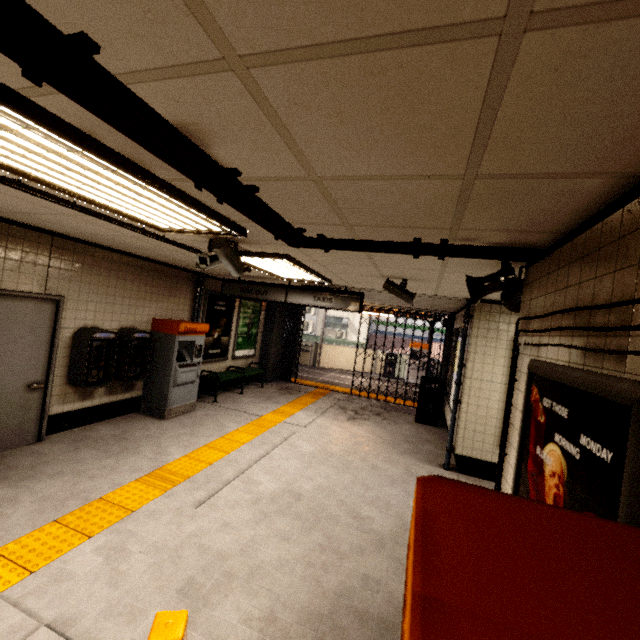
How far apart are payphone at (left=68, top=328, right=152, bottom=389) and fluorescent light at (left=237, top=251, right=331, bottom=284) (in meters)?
2.45

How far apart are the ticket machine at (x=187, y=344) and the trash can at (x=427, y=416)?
5.3m

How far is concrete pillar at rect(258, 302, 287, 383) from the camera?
10.5 meters

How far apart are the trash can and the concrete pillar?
4.72m

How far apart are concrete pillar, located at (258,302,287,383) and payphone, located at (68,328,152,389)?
5.5m

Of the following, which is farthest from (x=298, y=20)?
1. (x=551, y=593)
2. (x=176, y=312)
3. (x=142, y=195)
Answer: (x=176, y=312)

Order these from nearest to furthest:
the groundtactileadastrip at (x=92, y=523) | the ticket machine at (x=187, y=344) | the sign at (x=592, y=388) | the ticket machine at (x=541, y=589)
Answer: the ticket machine at (x=541, y=589) → the sign at (x=592, y=388) → the groundtactileadastrip at (x=92, y=523) → the ticket machine at (x=187, y=344)

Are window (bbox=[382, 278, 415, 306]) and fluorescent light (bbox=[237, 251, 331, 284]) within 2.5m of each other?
yes
